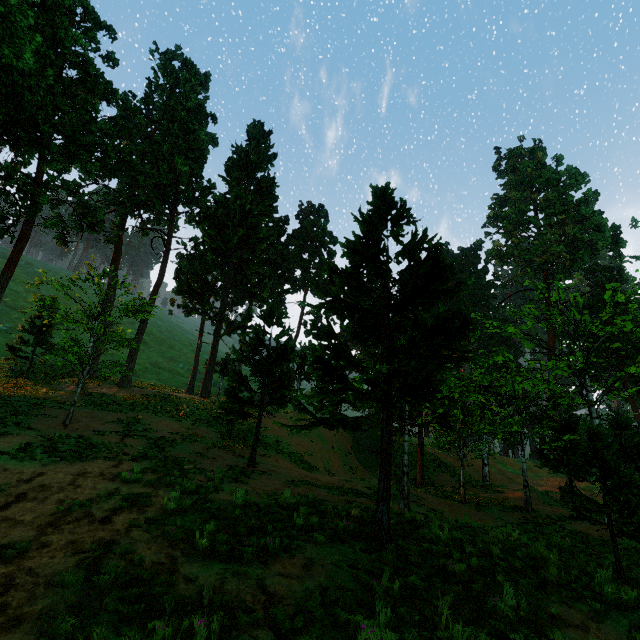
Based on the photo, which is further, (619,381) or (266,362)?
(619,381)
